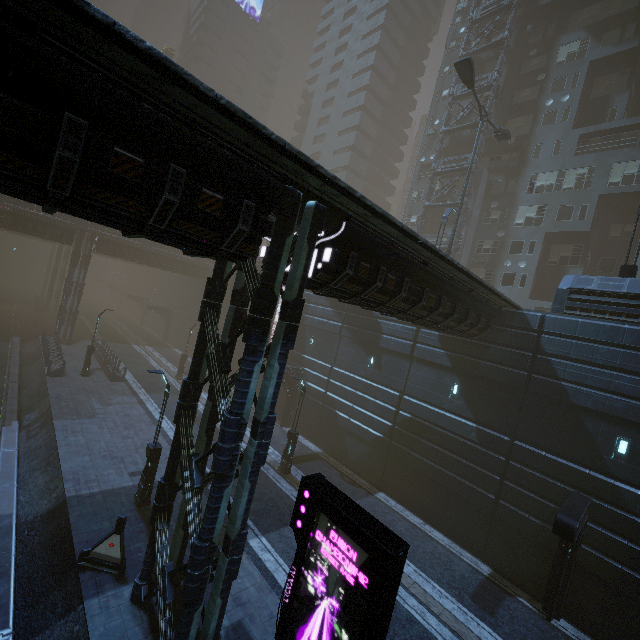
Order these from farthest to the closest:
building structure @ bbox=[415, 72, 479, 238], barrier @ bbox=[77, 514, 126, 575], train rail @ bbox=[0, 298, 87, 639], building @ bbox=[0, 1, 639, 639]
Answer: building structure @ bbox=[415, 72, 479, 238] < barrier @ bbox=[77, 514, 126, 575] < train rail @ bbox=[0, 298, 87, 639] < building @ bbox=[0, 1, 639, 639]

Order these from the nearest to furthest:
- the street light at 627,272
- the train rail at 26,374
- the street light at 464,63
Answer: the train rail at 26,374 < the street light at 627,272 < the street light at 464,63

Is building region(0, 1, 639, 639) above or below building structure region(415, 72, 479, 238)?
below

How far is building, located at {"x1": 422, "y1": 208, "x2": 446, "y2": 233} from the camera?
36.4m

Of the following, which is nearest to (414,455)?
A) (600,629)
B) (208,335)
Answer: (600,629)

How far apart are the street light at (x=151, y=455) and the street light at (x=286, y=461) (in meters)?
6.71

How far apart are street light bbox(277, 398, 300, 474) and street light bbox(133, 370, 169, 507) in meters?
6.7 m
